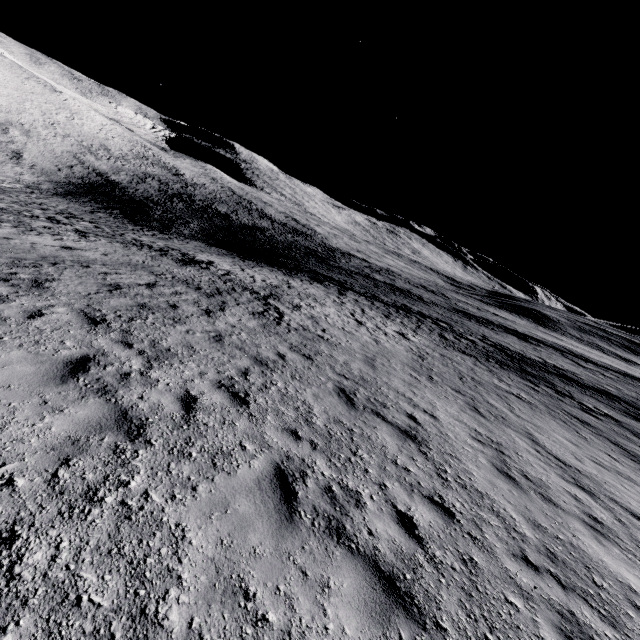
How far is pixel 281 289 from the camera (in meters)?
22.88
